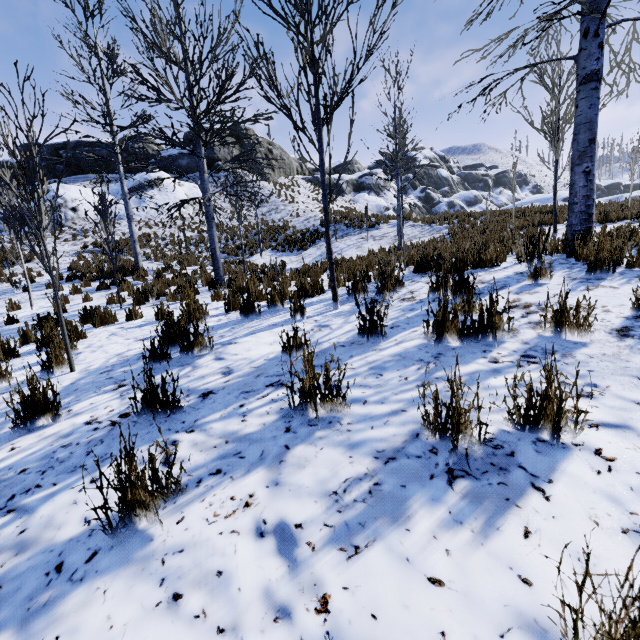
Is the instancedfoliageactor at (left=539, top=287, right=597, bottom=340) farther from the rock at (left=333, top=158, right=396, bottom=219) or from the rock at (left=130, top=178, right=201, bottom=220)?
the rock at (left=130, top=178, right=201, bottom=220)

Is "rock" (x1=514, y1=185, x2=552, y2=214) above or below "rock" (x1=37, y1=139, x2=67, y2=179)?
below

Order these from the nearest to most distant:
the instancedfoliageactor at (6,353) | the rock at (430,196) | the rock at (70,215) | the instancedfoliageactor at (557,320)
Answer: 1. the instancedfoliageactor at (557,320)
2. the instancedfoliageactor at (6,353)
3. the rock at (430,196)
4. the rock at (70,215)

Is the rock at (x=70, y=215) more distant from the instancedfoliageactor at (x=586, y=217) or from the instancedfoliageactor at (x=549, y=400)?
the instancedfoliageactor at (x=549, y=400)

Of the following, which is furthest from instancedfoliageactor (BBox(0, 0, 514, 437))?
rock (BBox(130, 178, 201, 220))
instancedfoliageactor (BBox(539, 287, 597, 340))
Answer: rock (BBox(130, 178, 201, 220))

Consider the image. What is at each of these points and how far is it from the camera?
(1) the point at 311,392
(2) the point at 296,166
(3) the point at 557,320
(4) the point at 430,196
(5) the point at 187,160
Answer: (1) instancedfoliageactor, 1.94m
(2) rock, 41.62m
(3) instancedfoliageactor, 2.59m
(4) rock, 45.75m
(5) rock, 31.64m

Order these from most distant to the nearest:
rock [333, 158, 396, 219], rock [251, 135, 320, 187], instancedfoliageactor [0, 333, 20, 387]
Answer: rock [333, 158, 396, 219] → rock [251, 135, 320, 187] → instancedfoliageactor [0, 333, 20, 387]

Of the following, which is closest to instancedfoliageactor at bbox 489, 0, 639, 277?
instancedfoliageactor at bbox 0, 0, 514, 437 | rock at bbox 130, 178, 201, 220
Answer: instancedfoliageactor at bbox 0, 0, 514, 437
